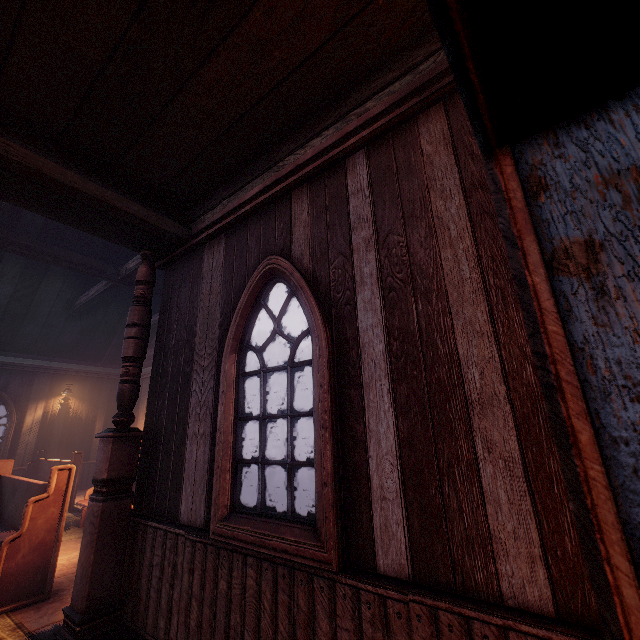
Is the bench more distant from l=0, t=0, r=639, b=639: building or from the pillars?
the pillars

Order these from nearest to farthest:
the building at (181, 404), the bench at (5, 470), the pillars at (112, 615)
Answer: the building at (181, 404)
the pillars at (112, 615)
the bench at (5, 470)

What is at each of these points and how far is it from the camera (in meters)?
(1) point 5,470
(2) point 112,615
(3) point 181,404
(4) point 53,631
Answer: (1) bench, 5.39
(2) pillars, 2.80
(3) building, 3.30
(4) building, 2.86

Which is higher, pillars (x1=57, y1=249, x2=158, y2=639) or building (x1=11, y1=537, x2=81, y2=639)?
pillars (x1=57, y1=249, x2=158, y2=639)

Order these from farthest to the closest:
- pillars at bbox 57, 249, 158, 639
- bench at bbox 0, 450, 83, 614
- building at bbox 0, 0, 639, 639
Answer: bench at bbox 0, 450, 83, 614 < pillars at bbox 57, 249, 158, 639 < building at bbox 0, 0, 639, 639

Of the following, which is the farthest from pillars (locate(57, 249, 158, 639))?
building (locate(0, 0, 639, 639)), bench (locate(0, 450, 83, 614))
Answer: bench (locate(0, 450, 83, 614))

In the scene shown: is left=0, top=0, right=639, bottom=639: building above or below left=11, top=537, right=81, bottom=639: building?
above

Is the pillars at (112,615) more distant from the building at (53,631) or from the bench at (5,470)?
the bench at (5,470)
